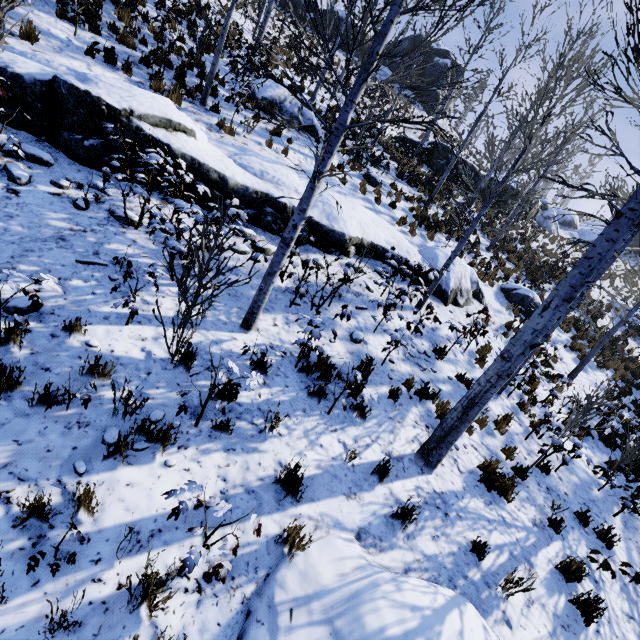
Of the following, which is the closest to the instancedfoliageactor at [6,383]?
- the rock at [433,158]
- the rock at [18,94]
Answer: the rock at [18,94]

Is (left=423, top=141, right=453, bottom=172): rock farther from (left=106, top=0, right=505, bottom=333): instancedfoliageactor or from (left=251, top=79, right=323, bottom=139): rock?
(left=251, top=79, right=323, bottom=139): rock

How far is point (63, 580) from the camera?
2.6m

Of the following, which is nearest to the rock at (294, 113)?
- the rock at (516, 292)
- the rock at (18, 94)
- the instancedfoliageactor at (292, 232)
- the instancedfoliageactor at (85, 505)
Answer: the rock at (18, 94)

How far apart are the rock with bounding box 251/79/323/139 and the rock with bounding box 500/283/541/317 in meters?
9.8

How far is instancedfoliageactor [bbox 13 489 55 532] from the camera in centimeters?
259cm

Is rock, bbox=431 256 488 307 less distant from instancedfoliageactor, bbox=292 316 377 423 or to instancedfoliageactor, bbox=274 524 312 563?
instancedfoliageactor, bbox=292 316 377 423

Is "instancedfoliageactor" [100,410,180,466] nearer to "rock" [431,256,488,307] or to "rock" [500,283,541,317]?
"rock" [431,256,488,307]
